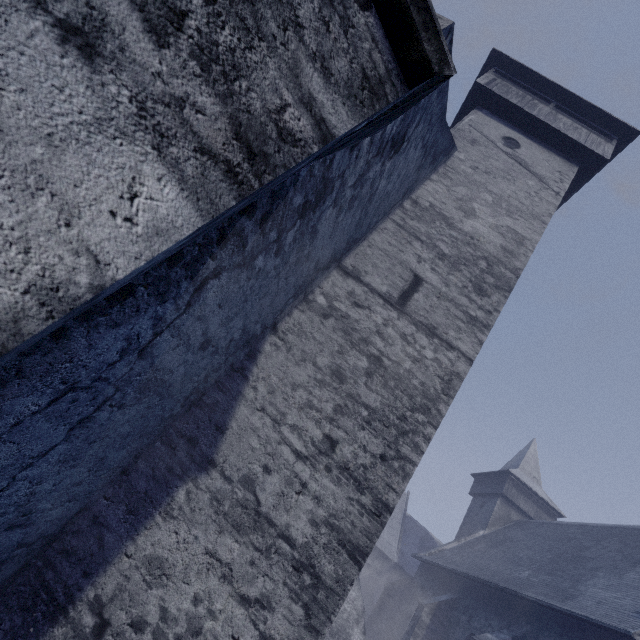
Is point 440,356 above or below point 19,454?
above
